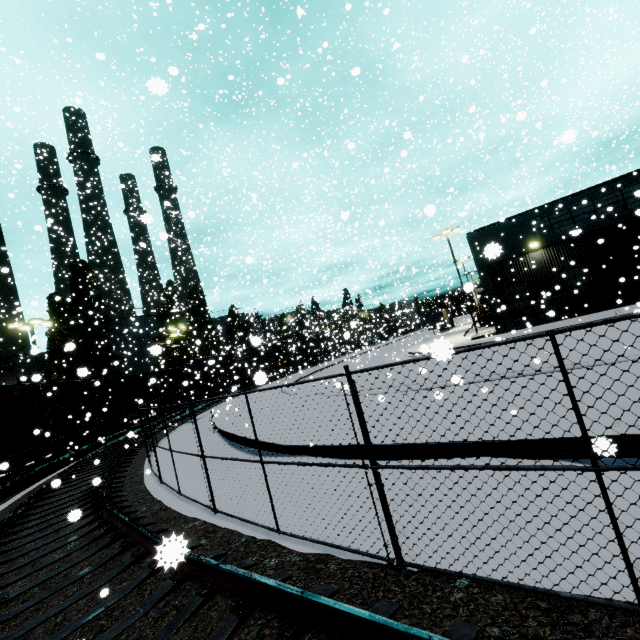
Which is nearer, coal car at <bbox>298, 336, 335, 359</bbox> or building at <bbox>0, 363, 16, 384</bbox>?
building at <bbox>0, 363, 16, 384</bbox>

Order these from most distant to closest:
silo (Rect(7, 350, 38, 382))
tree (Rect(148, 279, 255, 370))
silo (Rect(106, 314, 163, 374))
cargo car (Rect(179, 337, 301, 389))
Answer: silo (Rect(106, 314, 163, 374)), tree (Rect(148, 279, 255, 370)), cargo car (Rect(179, 337, 301, 389)), silo (Rect(7, 350, 38, 382))

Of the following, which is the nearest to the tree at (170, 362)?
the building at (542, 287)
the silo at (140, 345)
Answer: the silo at (140, 345)

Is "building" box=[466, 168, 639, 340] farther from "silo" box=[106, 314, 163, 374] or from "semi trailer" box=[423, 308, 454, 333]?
"semi trailer" box=[423, 308, 454, 333]

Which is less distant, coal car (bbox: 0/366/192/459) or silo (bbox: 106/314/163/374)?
coal car (bbox: 0/366/192/459)

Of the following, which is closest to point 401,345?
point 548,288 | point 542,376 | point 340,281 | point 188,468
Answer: point 340,281

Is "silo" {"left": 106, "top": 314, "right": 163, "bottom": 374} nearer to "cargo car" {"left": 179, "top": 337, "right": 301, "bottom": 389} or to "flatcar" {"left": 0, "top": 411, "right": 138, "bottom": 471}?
"cargo car" {"left": 179, "top": 337, "right": 301, "bottom": 389}

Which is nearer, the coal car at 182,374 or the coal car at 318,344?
the coal car at 182,374
